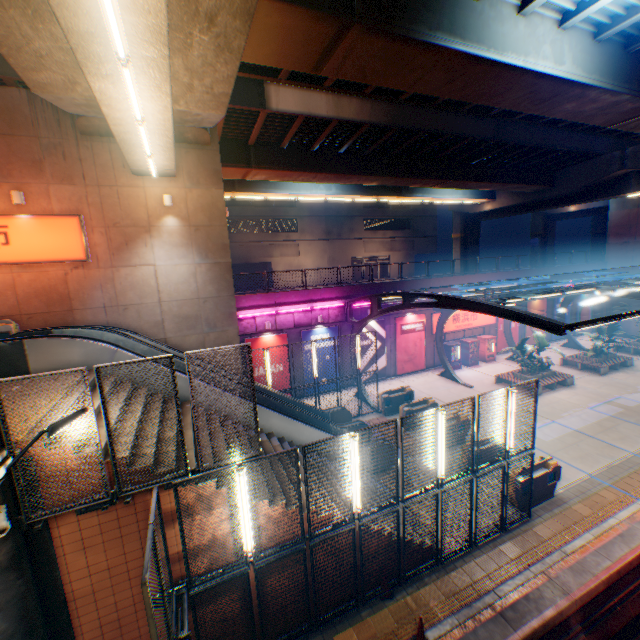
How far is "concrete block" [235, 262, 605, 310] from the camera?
19.22m

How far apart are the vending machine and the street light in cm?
2499

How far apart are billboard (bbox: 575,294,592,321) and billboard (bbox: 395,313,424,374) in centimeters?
1864cm

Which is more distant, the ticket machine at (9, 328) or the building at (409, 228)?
the building at (409, 228)

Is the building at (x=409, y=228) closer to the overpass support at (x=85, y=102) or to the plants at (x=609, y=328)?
the overpass support at (x=85, y=102)

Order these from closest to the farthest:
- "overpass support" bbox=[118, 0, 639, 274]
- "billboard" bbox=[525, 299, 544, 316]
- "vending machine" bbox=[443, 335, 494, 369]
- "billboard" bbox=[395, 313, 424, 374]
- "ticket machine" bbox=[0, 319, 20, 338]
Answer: "overpass support" bbox=[118, 0, 639, 274], "ticket machine" bbox=[0, 319, 20, 338], "billboard" bbox=[395, 313, 424, 374], "vending machine" bbox=[443, 335, 494, 369], "billboard" bbox=[525, 299, 544, 316]

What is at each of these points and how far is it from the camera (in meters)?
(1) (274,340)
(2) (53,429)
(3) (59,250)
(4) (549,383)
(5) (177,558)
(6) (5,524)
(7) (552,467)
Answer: (1) billboard, 19.64
(2) street light, 4.87
(3) sign, 11.52
(4) bench, 20.25
(5) steps, 6.41
(6) bridge, 4.40
(7) ticket machine, 11.25

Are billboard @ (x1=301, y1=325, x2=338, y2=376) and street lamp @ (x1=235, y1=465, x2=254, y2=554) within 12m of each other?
no
